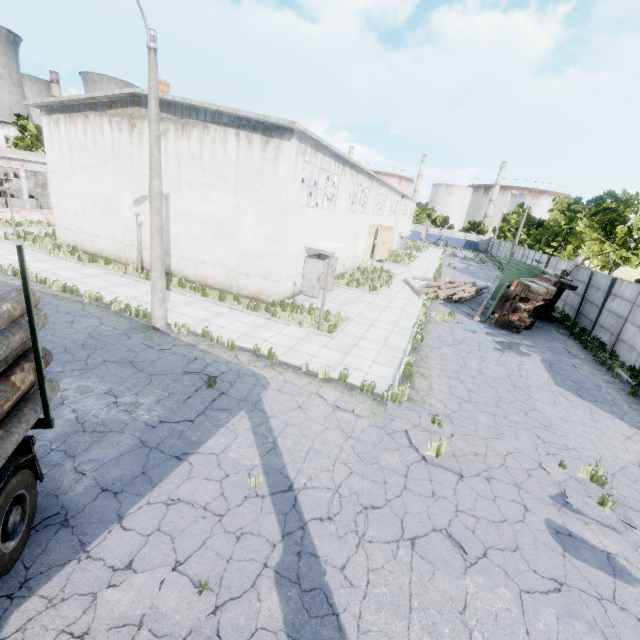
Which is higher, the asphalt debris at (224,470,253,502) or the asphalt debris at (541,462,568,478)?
the asphalt debris at (541,462,568,478)

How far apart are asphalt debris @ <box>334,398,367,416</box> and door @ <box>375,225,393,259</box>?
28.5m

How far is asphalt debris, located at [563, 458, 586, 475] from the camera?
7.8m

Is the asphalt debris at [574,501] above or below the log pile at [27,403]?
below

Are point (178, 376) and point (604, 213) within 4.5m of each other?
no

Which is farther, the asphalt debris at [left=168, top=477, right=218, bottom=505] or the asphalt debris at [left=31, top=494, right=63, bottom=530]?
the asphalt debris at [left=168, top=477, right=218, bottom=505]

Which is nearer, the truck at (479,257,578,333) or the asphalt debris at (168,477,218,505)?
the asphalt debris at (168,477,218,505)

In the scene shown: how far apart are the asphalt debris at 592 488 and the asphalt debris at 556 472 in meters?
0.2
